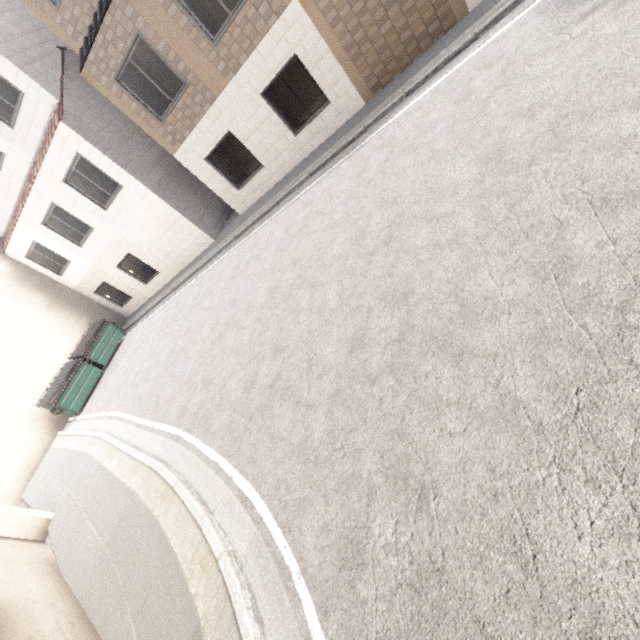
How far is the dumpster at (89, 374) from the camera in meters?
13.2

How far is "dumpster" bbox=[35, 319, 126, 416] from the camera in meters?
13.2

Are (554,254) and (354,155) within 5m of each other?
no
